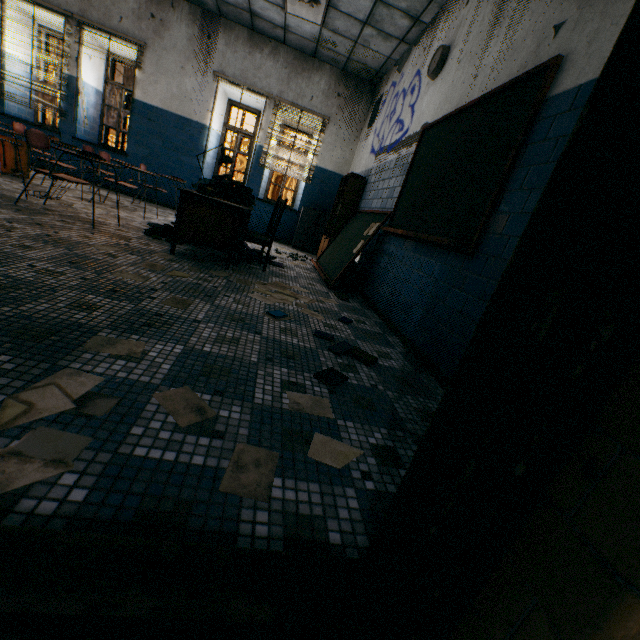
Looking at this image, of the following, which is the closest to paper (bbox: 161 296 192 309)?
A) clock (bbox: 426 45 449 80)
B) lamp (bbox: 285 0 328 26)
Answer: clock (bbox: 426 45 449 80)

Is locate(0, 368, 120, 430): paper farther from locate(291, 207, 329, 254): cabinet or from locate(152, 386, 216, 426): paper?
locate(291, 207, 329, 254): cabinet

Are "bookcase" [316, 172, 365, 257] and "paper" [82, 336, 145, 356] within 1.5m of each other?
no

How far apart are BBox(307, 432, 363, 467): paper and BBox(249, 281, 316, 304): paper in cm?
170

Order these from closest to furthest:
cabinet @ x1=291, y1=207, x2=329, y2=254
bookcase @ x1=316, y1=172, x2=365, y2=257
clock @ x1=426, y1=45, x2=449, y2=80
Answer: clock @ x1=426, y1=45, x2=449, y2=80, bookcase @ x1=316, y1=172, x2=365, y2=257, cabinet @ x1=291, y1=207, x2=329, y2=254

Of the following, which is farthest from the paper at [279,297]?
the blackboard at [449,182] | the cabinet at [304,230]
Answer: the cabinet at [304,230]

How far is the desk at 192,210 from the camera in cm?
338

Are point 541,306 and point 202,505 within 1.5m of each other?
yes
